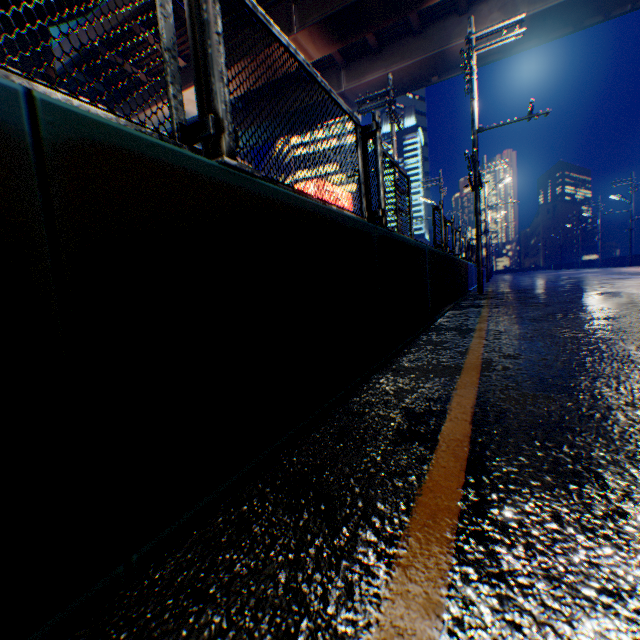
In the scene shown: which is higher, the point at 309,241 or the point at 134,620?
the point at 309,241

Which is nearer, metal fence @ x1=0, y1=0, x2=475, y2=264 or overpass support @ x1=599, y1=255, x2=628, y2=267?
metal fence @ x1=0, y1=0, x2=475, y2=264

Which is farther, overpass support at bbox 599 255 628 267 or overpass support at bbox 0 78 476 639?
overpass support at bbox 599 255 628 267

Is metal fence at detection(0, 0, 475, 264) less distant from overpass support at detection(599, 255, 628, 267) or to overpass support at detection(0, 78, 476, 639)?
overpass support at detection(0, 78, 476, 639)

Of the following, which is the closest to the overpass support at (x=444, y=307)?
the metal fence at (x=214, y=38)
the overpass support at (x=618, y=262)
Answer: the metal fence at (x=214, y=38)

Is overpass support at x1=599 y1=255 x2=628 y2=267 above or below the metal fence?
below
